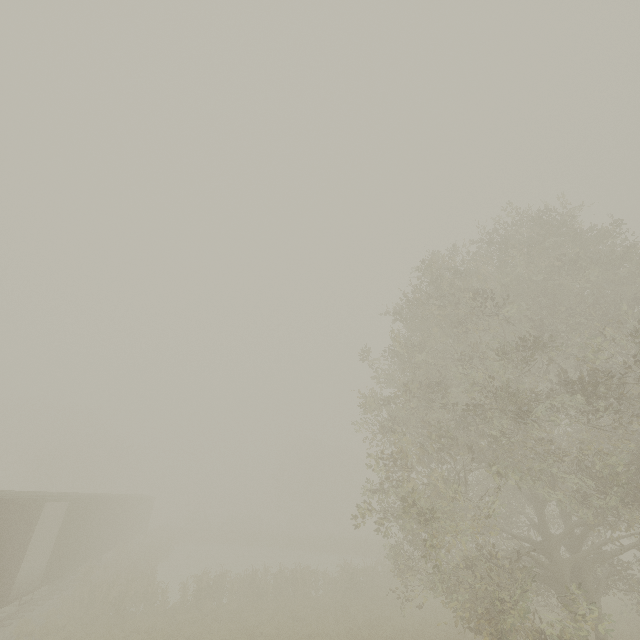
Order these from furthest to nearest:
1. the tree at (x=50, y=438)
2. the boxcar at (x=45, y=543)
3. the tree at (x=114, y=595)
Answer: the tree at (x=50, y=438)
the boxcar at (x=45, y=543)
the tree at (x=114, y=595)

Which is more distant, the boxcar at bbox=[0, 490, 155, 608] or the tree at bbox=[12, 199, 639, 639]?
the boxcar at bbox=[0, 490, 155, 608]

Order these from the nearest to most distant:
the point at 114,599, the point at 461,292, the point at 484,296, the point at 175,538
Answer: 1. the point at 461,292
2. the point at 114,599
3. the point at 484,296
4. the point at 175,538

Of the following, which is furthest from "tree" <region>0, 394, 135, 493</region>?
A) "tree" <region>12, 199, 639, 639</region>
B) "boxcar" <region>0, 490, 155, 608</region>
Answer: "tree" <region>12, 199, 639, 639</region>

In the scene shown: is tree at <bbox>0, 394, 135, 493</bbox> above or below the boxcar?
above

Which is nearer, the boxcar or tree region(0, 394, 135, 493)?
the boxcar

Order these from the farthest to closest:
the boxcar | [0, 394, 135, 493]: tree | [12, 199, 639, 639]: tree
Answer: [0, 394, 135, 493]: tree
the boxcar
[12, 199, 639, 639]: tree

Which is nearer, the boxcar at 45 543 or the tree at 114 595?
the tree at 114 595
